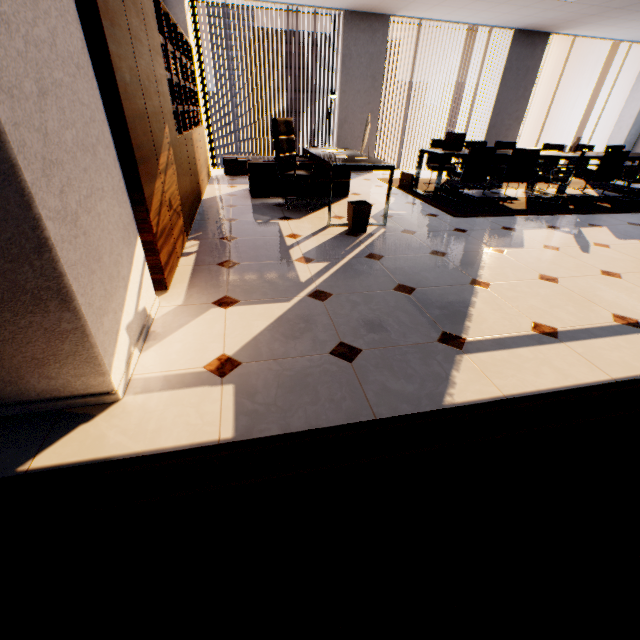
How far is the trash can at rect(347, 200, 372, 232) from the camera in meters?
3.9

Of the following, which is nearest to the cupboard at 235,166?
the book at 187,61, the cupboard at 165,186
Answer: the book at 187,61

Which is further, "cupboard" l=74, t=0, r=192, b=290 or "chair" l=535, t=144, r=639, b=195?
"chair" l=535, t=144, r=639, b=195

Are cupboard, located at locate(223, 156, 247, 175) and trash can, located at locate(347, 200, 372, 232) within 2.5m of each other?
no

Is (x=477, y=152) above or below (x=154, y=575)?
→ above

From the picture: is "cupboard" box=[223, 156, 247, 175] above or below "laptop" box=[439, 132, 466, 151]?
below

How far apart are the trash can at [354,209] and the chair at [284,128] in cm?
88

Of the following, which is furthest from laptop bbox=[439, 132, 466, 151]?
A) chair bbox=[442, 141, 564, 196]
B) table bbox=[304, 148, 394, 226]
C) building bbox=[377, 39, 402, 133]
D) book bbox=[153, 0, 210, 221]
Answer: building bbox=[377, 39, 402, 133]
